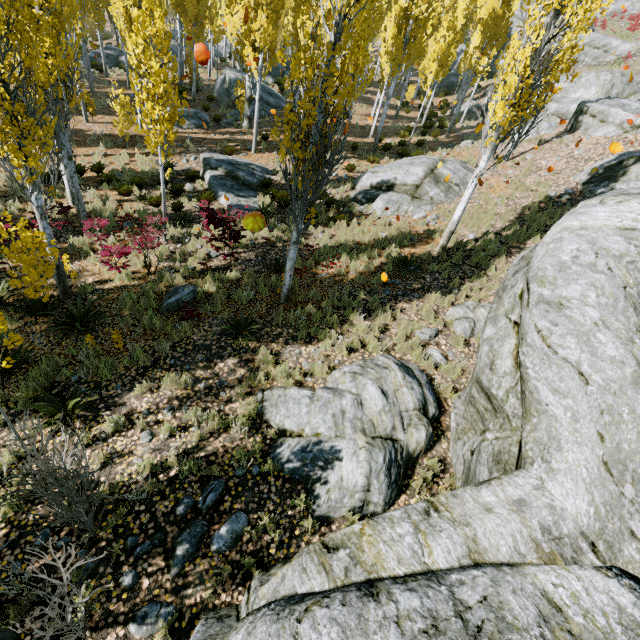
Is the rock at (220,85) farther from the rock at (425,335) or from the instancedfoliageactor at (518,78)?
the rock at (425,335)

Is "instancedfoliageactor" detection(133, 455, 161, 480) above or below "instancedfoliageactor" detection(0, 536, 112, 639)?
above

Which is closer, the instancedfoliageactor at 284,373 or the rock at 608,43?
the instancedfoliageactor at 284,373

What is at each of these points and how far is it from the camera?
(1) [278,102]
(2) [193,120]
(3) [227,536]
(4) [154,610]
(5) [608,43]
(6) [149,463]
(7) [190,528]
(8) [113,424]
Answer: (1) rock, 24.1m
(2) rock, 19.3m
(3) rock, 4.4m
(4) rock, 3.8m
(5) rock, 30.8m
(6) instancedfoliageactor, 4.9m
(7) rock, 4.4m
(8) instancedfoliageactor, 5.4m

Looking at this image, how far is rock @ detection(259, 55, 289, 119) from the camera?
22.45m

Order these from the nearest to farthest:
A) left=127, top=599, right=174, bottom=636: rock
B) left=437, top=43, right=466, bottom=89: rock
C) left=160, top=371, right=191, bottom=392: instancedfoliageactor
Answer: left=127, top=599, right=174, bottom=636: rock < left=160, top=371, right=191, bottom=392: instancedfoliageactor < left=437, top=43, right=466, bottom=89: rock

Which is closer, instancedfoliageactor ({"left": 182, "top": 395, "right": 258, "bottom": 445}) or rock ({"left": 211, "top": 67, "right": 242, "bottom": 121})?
instancedfoliageactor ({"left": 182, "top": 395, "right": 258, "bottom": 445})

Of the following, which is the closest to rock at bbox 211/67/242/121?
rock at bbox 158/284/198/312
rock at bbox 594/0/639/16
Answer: rock at bbox 594/0/639/16
